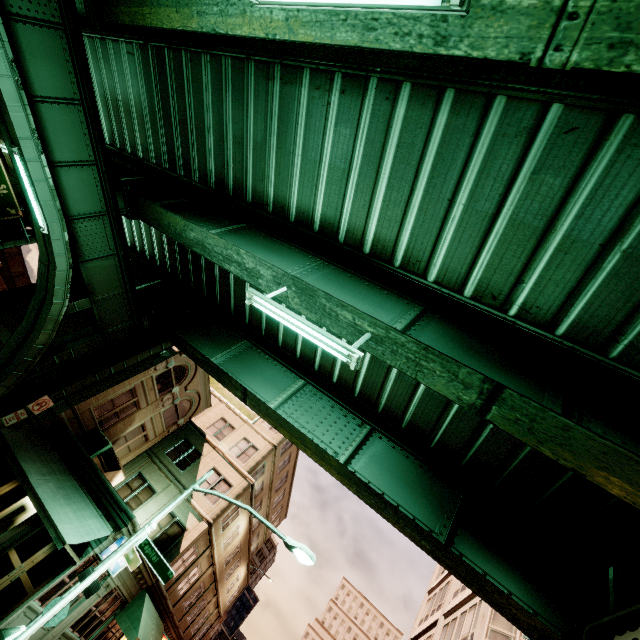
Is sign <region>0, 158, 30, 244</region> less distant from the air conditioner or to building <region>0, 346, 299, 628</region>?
building <region>0, 346, 299, 628</region>

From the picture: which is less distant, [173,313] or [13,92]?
[13,92]

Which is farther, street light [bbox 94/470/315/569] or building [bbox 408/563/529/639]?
building [bbox 408/563/529/639]

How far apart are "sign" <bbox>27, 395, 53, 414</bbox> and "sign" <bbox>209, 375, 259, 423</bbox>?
15.68m

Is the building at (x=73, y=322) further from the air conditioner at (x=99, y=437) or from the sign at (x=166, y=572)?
the sign at (x=166, y=572)

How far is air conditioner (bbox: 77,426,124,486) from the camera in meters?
16.5 m

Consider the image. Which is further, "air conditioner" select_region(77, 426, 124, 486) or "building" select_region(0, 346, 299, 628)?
"air conditioner" select_region(77, 426, 124, 486)

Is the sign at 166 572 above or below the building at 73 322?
below
